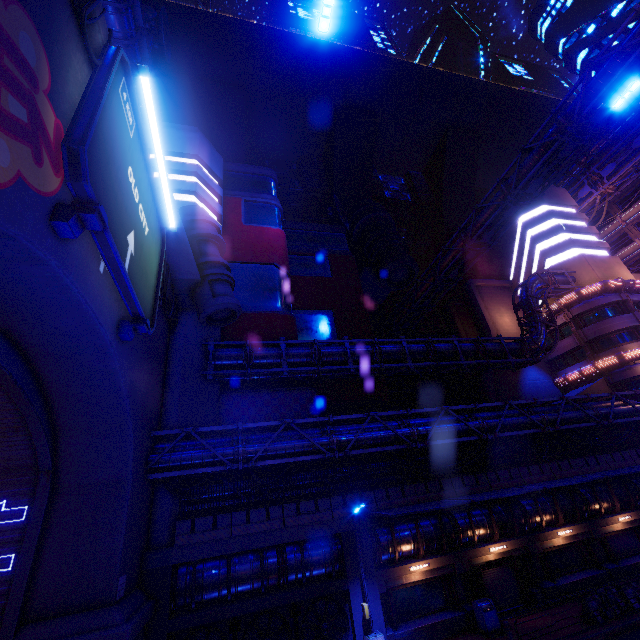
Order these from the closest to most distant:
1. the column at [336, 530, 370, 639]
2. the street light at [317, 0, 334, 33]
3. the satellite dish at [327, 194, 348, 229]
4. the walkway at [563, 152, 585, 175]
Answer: the street light at [317, 0, 334, 33] → the column at [336, 530, 370, 639] → the satellite dish at [327, 194, 348, 229] → the walkway at [563, 152, 585, 175]

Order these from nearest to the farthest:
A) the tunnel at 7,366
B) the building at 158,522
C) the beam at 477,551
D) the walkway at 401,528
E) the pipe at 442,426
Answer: the tunnel at 7,366 → the building at 158,522 → the pipe at 442,426 → the beam at 477,551 → the walkway at 401,528

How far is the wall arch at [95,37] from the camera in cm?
825

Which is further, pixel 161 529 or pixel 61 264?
pixel 161 529

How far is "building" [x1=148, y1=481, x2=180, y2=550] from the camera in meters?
15.3 m

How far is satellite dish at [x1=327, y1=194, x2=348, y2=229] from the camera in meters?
46.7 m

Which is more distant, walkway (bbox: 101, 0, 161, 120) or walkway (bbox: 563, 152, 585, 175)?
walkway (bbox: 563, 152, 585, 175)

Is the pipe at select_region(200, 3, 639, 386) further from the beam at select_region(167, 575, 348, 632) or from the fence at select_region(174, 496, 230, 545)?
the beam at select_region(167, 575, 348, 632)
